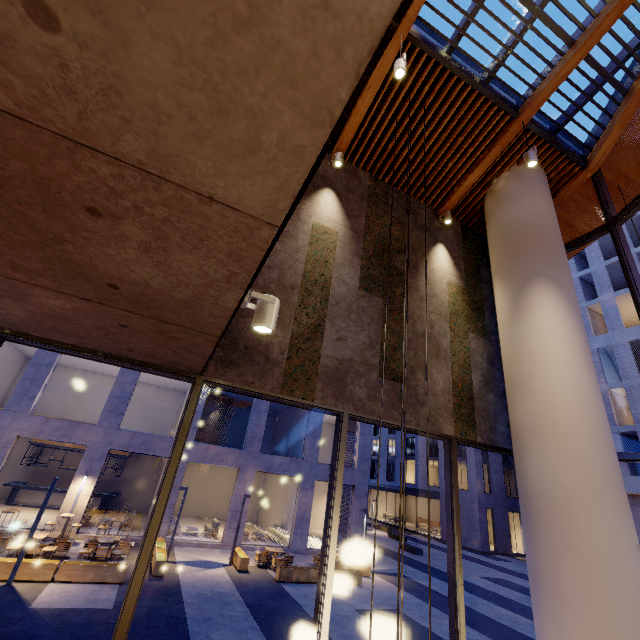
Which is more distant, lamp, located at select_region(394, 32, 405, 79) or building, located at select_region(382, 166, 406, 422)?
building, located at select_region(382, 166, 406, 422)

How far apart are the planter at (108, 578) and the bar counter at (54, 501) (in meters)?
11.71

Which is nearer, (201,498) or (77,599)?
(77,599)

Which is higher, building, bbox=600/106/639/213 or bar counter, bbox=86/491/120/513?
building, bbox=600/106/639/213

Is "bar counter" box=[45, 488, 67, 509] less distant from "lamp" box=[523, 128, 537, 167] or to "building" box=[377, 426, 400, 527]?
"lamp" box=[523, 128, 537, 167]

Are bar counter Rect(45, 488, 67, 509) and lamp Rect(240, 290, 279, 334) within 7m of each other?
no

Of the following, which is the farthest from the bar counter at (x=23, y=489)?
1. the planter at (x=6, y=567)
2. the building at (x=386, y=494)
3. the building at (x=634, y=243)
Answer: the building at (x=634, y=243)

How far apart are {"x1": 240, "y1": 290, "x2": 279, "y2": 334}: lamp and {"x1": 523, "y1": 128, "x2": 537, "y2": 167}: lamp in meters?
5.4 m
